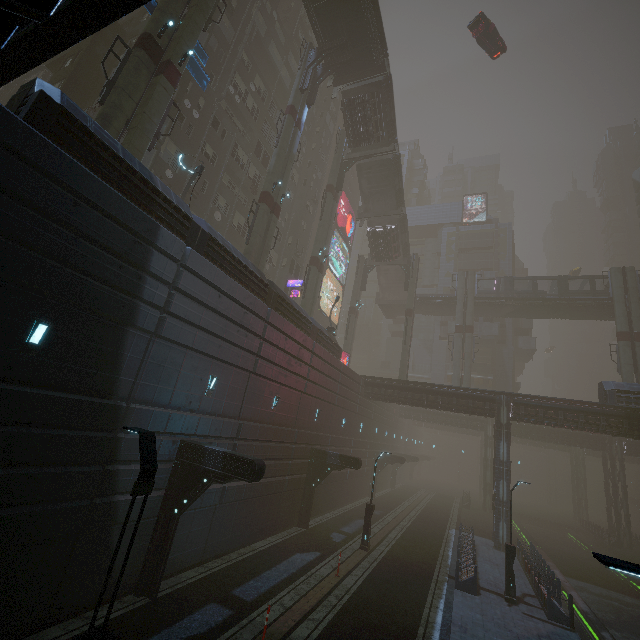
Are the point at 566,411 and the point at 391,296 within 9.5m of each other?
no

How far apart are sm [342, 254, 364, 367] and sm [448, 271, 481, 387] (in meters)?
12.10

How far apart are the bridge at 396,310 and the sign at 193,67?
35.6 meters

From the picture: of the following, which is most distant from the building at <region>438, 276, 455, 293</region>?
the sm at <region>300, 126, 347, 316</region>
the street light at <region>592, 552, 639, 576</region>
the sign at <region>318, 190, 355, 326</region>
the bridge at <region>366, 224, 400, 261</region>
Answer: the bridge at <region>366, 224, 400, 261</region>

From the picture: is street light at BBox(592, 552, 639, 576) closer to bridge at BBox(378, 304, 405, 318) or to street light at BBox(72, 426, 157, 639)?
street light at BBox(72, 426, 157, 639)

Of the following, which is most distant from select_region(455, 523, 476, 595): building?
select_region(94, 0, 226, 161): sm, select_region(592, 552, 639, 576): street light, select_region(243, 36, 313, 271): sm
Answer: select_region(592, 552, 639, 576): street light

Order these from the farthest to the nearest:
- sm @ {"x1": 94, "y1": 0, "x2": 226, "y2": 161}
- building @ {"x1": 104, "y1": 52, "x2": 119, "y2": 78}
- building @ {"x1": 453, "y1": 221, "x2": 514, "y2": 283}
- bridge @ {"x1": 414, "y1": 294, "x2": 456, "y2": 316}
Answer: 1. building @ {"x1": 453, "y1": 221, "x2": 514, "y2": 283}
2. bridge @ {"x1": 414, "y1": 294, "x2": 456, "y2": 316}
3. building @ {"x1": 104, "y1": 52, "x2": 119, "y2": 78}
4. sm @ {"x1": 94, "y1": 0, "x2": 226, "y2": 161}

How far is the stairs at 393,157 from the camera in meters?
31.3
